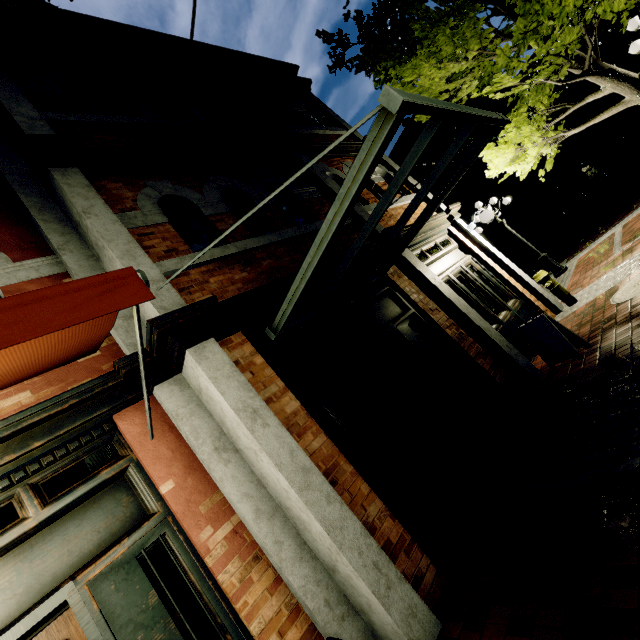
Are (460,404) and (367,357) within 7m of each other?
yes

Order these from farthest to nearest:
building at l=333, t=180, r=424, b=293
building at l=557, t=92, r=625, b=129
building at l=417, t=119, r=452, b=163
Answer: building at l=417, t=119, r=452, b=163, building at l=557, t=92, r=625, b=129, building at l=333, t=180, r=424, b=293

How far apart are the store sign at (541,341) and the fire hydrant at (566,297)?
2.5m

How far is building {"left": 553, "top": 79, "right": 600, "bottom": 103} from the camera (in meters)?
19.59

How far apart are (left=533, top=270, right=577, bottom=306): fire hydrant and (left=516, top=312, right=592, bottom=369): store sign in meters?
2.5

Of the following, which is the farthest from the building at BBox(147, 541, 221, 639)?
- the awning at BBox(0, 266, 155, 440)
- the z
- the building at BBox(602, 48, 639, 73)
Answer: the building at BBox(602, 48, 639, 73)

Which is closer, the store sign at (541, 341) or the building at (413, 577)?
the building at (413, 577)

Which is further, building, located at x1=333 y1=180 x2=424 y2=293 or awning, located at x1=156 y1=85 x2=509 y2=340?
building, located at x1=333 y1=180 x2=424 y2=293
